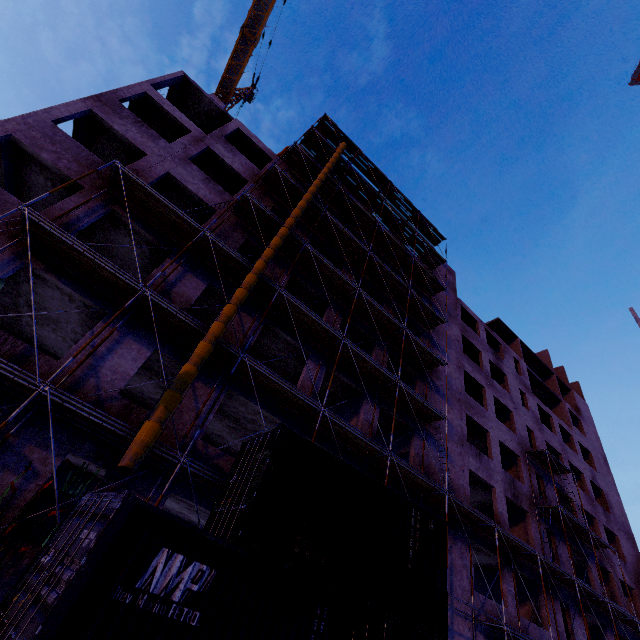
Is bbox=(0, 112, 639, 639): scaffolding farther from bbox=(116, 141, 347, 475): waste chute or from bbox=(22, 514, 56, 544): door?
bbox=(22, 514, 56, 544): door

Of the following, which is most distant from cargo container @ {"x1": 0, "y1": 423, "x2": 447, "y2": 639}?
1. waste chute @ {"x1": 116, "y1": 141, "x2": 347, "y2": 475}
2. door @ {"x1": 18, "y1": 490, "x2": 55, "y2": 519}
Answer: door @ {"x1": 18, "y1": 490, "x2": 55, "y2": 519}

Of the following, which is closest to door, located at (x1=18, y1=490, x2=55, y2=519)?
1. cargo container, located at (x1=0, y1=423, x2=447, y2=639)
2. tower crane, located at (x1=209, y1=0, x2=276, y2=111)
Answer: cargo container, located at (x1=0, y1=423, x2=447, y2=639)

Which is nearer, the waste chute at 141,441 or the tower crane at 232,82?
the waste chute at 141,441

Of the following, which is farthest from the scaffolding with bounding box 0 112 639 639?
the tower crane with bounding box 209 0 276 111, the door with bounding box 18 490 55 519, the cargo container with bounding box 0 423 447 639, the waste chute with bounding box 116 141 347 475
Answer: the tower crane with bounding box 209 0 276 111

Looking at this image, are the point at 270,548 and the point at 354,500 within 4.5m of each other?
yes

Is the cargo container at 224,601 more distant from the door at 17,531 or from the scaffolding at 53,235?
the door at 17,531

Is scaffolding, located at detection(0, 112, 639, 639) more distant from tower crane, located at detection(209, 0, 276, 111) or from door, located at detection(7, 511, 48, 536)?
tower crane, located at detection(209, 0, 276, 111)
